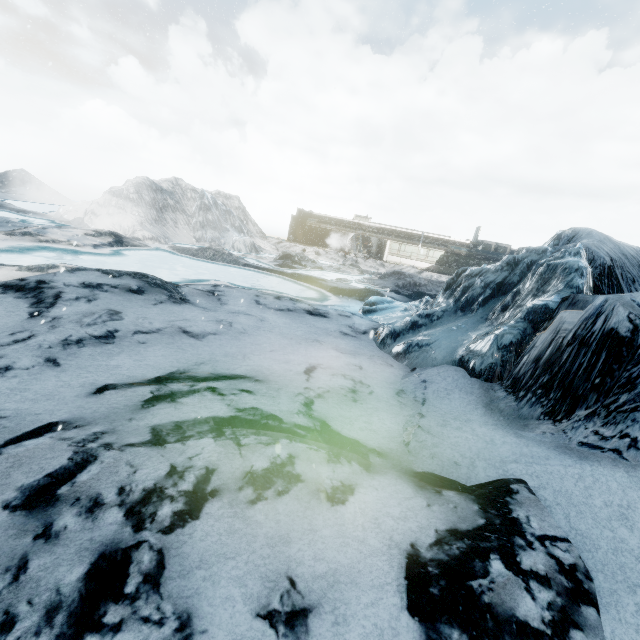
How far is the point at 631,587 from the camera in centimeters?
313cm
